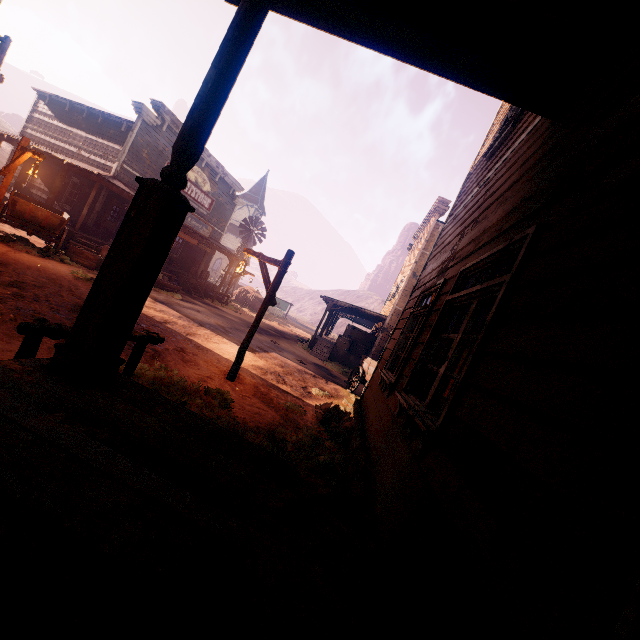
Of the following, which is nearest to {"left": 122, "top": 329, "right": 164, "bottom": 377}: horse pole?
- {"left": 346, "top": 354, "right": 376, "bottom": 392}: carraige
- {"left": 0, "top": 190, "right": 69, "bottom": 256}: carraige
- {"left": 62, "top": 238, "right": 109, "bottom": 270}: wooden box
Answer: {"left": 346, "top": 354, "right": 376, "bottom": 392}: carraige

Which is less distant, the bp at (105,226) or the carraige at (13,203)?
the carraige at (13,203)

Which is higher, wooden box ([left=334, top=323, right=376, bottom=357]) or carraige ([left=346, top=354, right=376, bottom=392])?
wooden box ([left=334, top=323, right=376, bottom=357])

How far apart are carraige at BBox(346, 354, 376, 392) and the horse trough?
10.2m

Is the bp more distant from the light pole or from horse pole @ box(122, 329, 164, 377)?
horse pole @ box(122, 329, 164, 377)

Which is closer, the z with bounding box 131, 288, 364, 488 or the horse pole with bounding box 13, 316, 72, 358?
the horse pole with bounding box 13, 316, 72, 358

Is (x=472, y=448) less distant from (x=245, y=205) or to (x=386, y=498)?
(x=386, y=498)

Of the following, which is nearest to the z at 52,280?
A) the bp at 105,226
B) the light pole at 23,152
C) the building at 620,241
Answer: the building at 620,241
